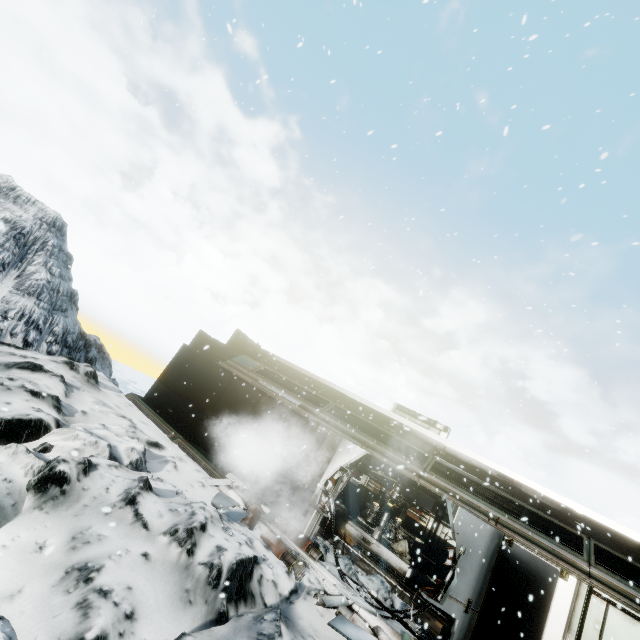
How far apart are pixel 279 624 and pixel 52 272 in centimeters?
1464cm

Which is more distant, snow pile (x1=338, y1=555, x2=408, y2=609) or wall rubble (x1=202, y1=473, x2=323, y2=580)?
snow pile (x1=338, y1=555, x2=408, y2=609)

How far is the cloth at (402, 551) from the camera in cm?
1270

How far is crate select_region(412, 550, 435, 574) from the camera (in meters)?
12.80

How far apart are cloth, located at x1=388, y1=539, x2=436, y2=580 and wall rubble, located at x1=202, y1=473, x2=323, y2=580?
7.20m

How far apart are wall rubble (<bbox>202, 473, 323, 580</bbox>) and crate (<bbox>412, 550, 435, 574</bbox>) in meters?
7.9 m

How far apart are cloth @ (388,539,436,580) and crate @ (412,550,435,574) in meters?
0.0 m

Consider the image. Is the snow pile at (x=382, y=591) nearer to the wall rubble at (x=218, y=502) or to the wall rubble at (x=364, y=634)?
the wall rubble at (x=218, y=502)
